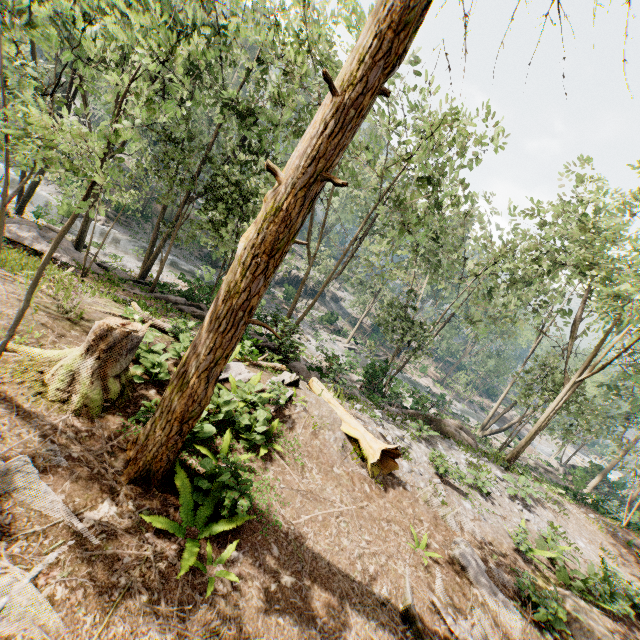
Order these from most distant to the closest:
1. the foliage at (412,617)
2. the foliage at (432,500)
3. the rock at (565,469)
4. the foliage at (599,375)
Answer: the rock at (565,469), the foliage at (432,500), the foliage at (412,617), the foliage at (599,375)

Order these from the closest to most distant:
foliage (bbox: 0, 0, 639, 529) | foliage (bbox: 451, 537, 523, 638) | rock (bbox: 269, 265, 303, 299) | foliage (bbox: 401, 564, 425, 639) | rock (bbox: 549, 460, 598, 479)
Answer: foliage (bbox: 0, 0, 639, 529)
foliage (bbox: 401, 564, 425, 639)
foliage (bbox: 451, 537, 523, 638)
rock (bbox: 549, 460, 598, 479)
rock (bbox: 269, 265, 303, 299)

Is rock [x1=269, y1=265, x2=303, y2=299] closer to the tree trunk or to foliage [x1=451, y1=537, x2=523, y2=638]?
foliage [x1=451, y1=537, x2=523, y2=638]

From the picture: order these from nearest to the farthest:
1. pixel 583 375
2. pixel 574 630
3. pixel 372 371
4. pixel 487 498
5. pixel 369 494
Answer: pixel 574 630, pixel 369 494, pixel 487 498, pixel 583 375, pixel 372 371

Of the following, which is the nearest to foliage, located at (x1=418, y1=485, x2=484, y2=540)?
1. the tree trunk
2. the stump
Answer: the stump

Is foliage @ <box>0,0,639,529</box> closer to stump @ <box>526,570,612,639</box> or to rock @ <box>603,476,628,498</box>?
rock @ <box>603,476,628,498</box>

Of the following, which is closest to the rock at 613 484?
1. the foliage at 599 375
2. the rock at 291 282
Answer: the foliage at 599 375
